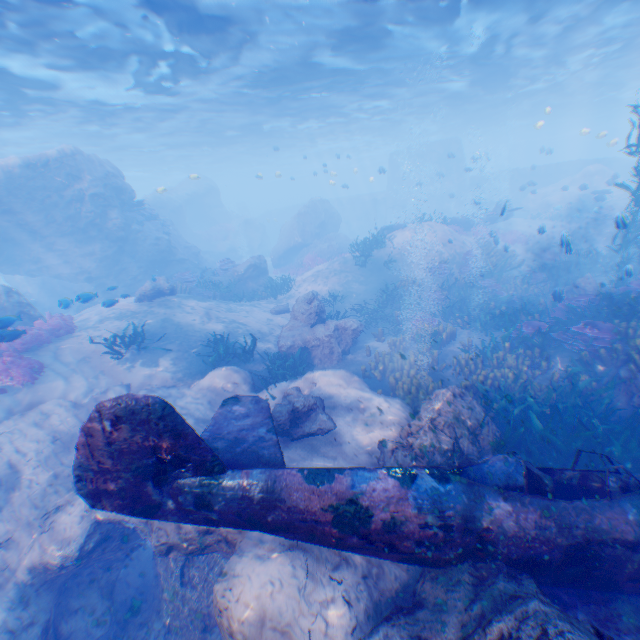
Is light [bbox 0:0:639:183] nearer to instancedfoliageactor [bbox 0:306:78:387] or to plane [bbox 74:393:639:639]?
instancedfoliageactor [bbox 0:306:78:387]

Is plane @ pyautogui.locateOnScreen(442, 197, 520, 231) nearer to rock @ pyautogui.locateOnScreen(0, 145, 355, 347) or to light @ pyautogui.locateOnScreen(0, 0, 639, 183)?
rock @ pyautogui.locateOnScreen(0, 145, 355, 347)

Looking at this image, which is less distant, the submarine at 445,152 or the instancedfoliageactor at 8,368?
the instancedfoliageactor at 8,368

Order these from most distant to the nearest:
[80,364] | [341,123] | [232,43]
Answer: [341,123], [232,43], [80,364]

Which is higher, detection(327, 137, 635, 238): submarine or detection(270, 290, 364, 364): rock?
detection(327, 137, 635, 238): submarine

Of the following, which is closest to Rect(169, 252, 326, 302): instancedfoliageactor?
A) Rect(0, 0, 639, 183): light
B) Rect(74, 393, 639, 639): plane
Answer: Rect(74, 393, 639, 639): plane

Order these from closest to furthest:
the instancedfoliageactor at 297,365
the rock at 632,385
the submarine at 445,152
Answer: the rock at 632,385
the instancedfoliageactor at 297,365
the submarine at 445,152

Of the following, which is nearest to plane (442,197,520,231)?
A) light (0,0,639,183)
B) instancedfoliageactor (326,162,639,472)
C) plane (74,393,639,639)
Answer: instancedfoliageactor (326,162,639,472)
